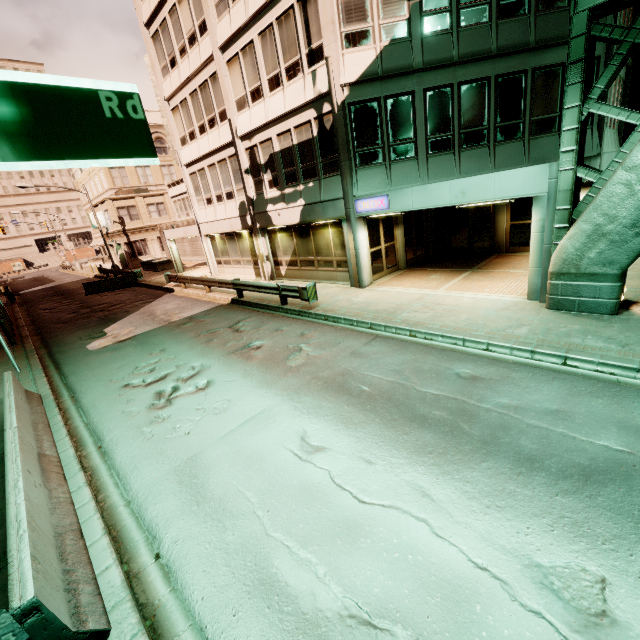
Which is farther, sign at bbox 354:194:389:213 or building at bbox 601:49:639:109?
building at bbox 601:49:639:109

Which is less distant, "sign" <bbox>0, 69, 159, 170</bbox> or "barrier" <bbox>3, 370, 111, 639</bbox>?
"sign" <bbox>0, 69, 159, 170</bbox>

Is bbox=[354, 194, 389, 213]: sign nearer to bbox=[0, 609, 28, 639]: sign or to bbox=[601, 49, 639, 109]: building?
bbox=[601, 49, 639, 109]: building

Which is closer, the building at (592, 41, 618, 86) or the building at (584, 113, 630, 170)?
the building at (592, 41, 618, 86)

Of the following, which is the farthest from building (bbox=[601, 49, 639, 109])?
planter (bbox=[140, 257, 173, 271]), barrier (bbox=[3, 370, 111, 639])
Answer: barrier (bbox=[3, 370, 111, 639])

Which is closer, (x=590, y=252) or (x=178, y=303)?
(x=590, y=252)

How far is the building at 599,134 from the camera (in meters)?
11.92

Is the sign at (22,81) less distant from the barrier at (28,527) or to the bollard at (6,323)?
the barrier at (28,527)
